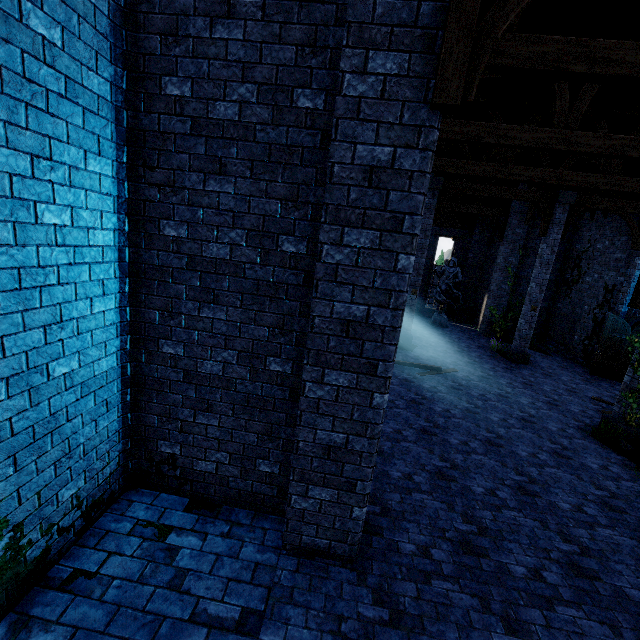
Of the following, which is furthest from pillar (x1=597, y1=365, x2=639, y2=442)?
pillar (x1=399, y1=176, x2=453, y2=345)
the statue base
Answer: the statue base

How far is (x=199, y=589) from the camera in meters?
3.7

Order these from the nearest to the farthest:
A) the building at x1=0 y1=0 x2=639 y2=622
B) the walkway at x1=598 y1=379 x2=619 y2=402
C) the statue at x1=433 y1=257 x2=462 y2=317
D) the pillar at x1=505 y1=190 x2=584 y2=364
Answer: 1. the building at x1=0 y1=0 x2=639 y2=622
2. the walkway at x1=598 y1=379 x2=619 y2=402
3. the pillar at x1=505 y1=190 x2=584 y2=364
4. the statue at x1=433 y1=257 x2=462 y2=317

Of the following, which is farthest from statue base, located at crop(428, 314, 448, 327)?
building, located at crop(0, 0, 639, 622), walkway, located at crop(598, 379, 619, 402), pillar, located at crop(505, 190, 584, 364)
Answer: walkway, located at crop(598, 379, 619, 402)

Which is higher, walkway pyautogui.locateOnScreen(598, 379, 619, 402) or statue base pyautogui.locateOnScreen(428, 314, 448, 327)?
statue base pyautogui.locateOnScreen(428, 314, 448, 327)

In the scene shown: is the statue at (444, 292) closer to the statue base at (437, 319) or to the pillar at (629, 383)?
the statue base at (437, 319)

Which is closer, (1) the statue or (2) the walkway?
(2) the walkway

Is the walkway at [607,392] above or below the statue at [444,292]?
below
